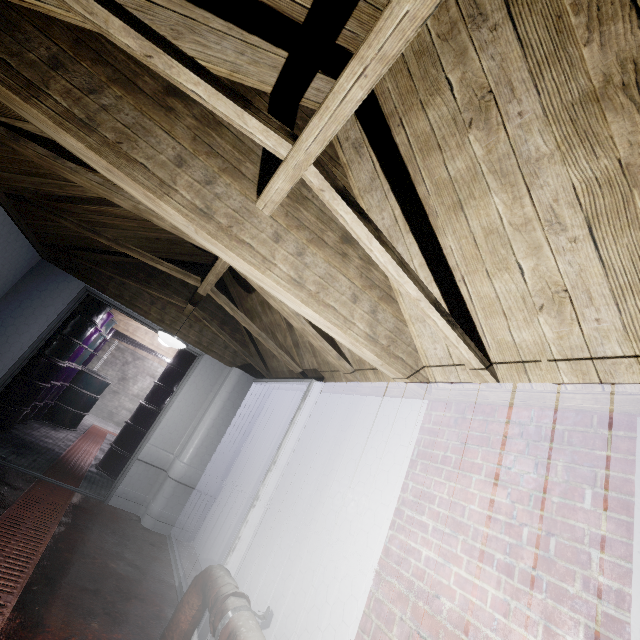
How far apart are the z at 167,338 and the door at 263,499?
1.03m

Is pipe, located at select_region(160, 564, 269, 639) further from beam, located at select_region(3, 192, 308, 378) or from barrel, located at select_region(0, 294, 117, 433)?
barrel, located at select_region(0, 294, 117, 433)

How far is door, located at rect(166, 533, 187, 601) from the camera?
2.7 meters

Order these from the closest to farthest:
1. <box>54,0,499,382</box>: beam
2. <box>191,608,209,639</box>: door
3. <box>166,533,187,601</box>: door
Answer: <box>54,0,499,382</box>: beam → <box>191,608,209,639</box>: door → <box>166,533,187,601</box>: door

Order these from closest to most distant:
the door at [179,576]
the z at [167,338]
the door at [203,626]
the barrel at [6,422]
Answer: the door at [203,626] < the door at [179,576] < the z at [167,338] < the barrel at [6,422]

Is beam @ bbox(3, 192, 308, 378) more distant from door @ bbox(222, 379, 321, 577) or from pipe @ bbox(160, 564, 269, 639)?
pipe @ bbox(160, 564, 269, 639)

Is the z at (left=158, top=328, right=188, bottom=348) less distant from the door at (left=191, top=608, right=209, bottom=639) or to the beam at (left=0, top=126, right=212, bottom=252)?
the beam at (left=0, top=126, right=212, bottom=252)

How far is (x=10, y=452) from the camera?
3.72m
